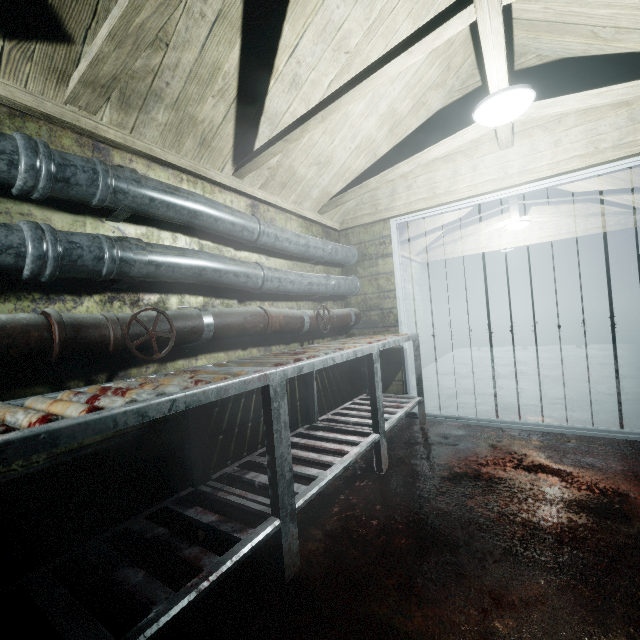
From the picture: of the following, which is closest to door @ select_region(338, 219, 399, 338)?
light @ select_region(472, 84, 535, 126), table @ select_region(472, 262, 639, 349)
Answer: light @ select_region(472, 84, 535, 126)

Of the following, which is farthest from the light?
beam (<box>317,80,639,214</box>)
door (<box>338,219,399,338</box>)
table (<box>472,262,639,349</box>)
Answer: table (<box>472,262,639,349</box>)

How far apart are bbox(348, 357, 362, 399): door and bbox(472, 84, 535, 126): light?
1.01m

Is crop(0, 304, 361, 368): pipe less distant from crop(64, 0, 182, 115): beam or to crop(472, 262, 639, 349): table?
crop(64, 0, 182, 115): beam

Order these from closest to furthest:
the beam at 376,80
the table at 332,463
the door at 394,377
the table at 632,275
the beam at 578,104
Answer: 1. the table at 332,463
2. the beam at 376,80
3. the beam at 578,104
4. the door at 394,377
5. the table at 632,275

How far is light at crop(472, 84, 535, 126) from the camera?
1.85m

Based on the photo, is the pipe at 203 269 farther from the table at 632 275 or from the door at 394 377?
the table at 632 275

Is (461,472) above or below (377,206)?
below
